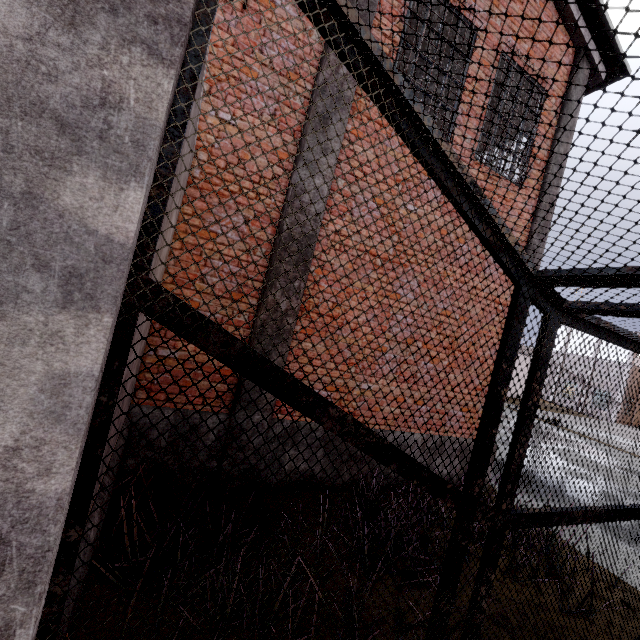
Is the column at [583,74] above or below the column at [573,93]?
above

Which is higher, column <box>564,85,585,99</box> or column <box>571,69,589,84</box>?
column <box>571,69,589,84</box>

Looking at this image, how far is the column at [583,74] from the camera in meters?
6.4

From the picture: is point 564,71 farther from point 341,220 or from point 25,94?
point 25,94

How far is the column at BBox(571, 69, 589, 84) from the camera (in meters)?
6.41
